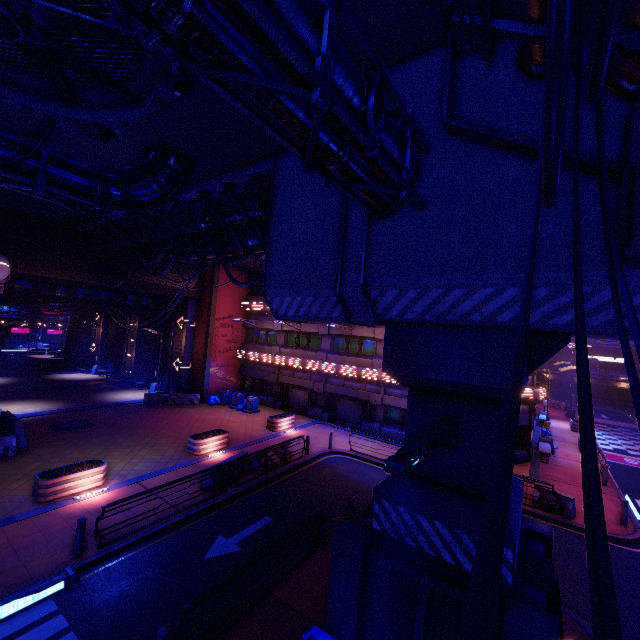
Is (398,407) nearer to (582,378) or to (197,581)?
(197,581)

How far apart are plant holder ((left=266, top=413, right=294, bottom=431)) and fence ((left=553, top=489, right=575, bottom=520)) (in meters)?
14.50

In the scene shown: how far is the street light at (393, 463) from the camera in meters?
4.1 m

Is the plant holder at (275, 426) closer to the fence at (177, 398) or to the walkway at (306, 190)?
the fence at (177, 398)

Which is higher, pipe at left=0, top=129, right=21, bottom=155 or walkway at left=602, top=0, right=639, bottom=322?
pipe at left=0, top=129, right=21, bottom=155

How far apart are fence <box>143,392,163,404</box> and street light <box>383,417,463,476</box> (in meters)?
25.78

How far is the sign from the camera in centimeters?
3338cm

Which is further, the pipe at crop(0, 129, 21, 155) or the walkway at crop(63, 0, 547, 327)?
the pipe at crop(0, 129, 21, 155)
